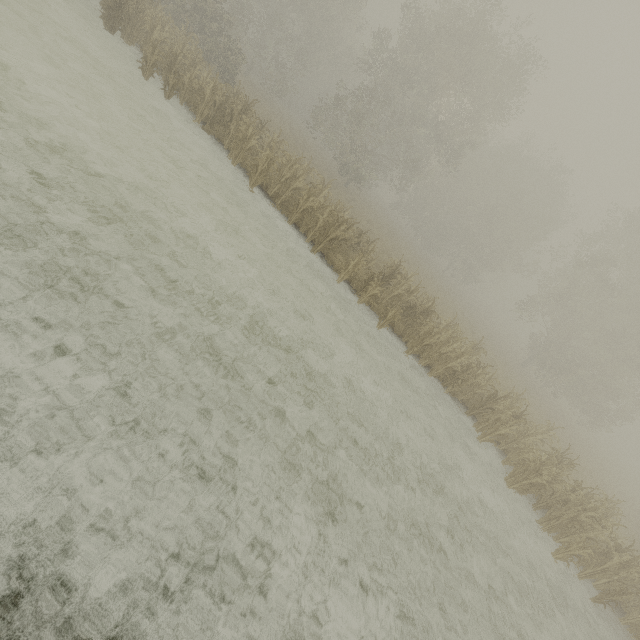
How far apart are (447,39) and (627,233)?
22.0m
